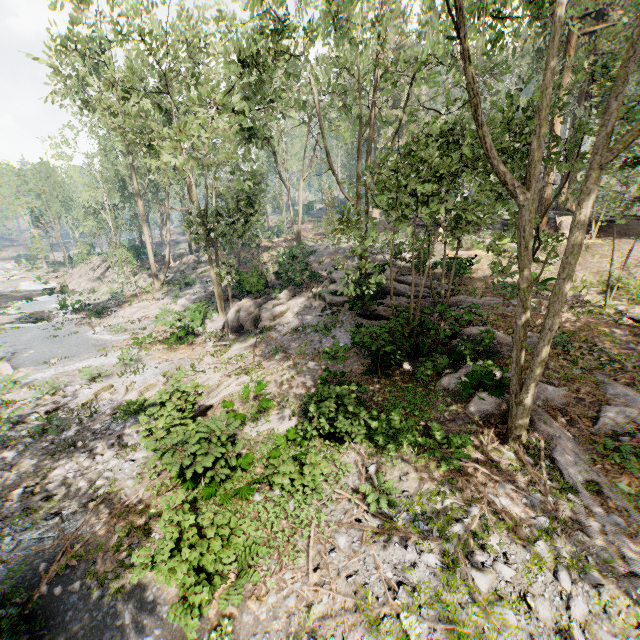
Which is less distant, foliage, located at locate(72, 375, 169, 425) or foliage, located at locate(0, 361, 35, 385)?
foliage, located at locate(72, 375, 169, 425)

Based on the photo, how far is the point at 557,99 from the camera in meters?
21.2 m

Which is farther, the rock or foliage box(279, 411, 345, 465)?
the rock

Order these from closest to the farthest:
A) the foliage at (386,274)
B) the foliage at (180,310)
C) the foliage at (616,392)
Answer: the foliage at (386,274)
the foliage at (616,392)
the foliage at (180,310)

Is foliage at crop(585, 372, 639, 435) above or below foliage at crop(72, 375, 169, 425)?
above

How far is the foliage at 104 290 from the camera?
35.6m

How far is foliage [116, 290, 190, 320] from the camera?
28.2 meters
